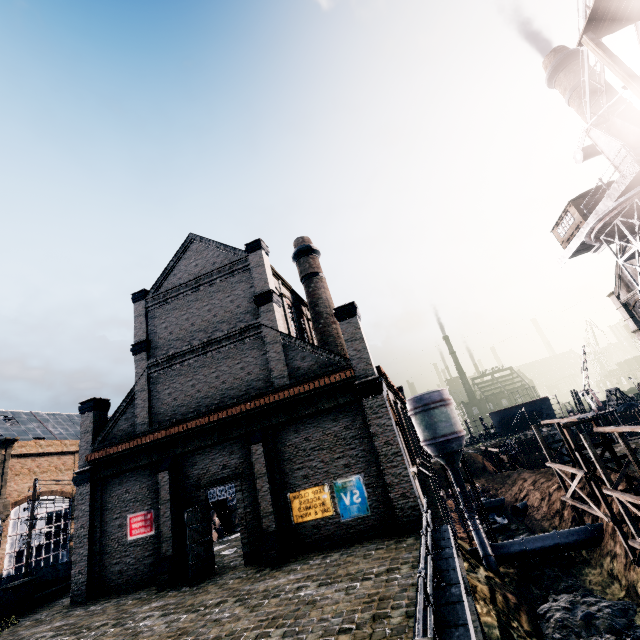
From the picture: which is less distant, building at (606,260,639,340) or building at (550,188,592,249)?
building at (550,188,592,249)

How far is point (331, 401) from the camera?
17.1 meters

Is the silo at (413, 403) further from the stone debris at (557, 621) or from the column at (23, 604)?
the column at (23, 604)

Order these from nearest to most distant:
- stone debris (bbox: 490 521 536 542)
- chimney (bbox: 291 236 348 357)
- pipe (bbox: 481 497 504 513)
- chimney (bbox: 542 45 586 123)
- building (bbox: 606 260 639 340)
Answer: chimney (bbox: 291 236 348 357), building (bbox: 606 260 639 340), stone debris (bbox: 490 521 536 542), chimney (bbox: 542 45 586 123), pipe (bbox: 481 497 504 513)

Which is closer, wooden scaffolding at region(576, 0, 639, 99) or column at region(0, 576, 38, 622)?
wooden scaffolding at region(576, 0, 639, 99)

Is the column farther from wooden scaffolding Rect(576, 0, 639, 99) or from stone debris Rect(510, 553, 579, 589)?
wooden scaffolding Rect(576, 0, 639, 99)

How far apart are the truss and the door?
14.0m

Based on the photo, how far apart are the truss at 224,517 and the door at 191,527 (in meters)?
13.98
